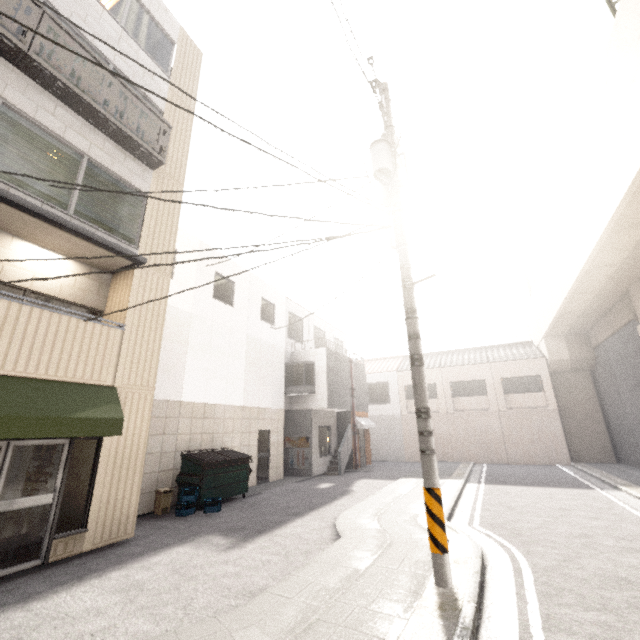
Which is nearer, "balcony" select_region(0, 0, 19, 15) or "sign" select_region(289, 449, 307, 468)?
"balcony" select_region(0, 0, 19, 15)

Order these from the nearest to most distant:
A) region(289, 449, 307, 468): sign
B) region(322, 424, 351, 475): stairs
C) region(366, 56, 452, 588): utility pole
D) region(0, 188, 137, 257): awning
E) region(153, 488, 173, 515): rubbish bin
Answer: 1. region(366, 56, 452, 588): utility pole
2. region(0, 188, 137, 257): awning
3. region(153, 488, 173, 515): rubbish bin
4. region(289, 449, 307, 468): sign
5. region(322, 424, 351, 475): stairs

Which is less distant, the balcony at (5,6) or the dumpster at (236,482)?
the balcony at (5,6)

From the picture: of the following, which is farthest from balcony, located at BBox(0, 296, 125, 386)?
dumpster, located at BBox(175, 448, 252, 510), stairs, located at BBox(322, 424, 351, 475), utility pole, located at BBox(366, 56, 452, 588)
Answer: stairs, located at BBox(322, 424, 351, 475)

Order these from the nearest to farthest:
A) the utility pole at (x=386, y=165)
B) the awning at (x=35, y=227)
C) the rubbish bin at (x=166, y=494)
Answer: the utility pole at (x=386, y=165) → the awning at (x=35, y=227) → the rubbish bin at (x=166, y=494)

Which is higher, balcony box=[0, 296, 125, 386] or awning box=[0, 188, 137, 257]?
awning box=[0, 188, 137, 257]

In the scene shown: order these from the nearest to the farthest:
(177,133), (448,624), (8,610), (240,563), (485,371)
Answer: (448,624), (8,610), (240,563), (177,133), (485,371)

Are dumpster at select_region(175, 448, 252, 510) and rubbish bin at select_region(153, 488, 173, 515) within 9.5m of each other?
yes
